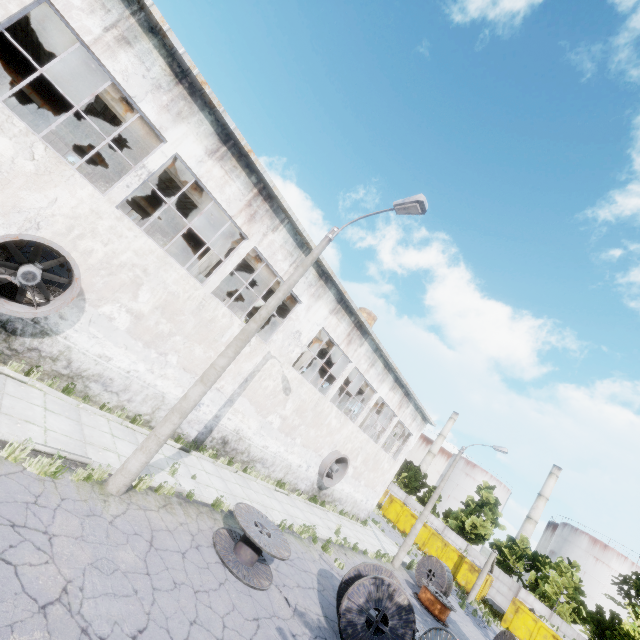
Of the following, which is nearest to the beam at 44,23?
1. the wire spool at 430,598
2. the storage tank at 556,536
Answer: the wire spool at 430,598

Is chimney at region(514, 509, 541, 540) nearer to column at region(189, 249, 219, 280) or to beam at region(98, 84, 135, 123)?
beam at region(98, 84, 135, 123)

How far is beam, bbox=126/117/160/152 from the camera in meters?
11.8 m

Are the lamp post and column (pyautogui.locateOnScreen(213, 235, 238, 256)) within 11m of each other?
yes

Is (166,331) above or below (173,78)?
below

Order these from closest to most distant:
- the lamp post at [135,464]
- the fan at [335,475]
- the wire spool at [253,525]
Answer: the lamp post at [135,464] → the wire spool at [253,525] → the fan at [335,475]

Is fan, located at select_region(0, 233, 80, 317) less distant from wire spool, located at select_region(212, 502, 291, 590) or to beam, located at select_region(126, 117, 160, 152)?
beam, located at select_region(126, 117, 160, 152)
